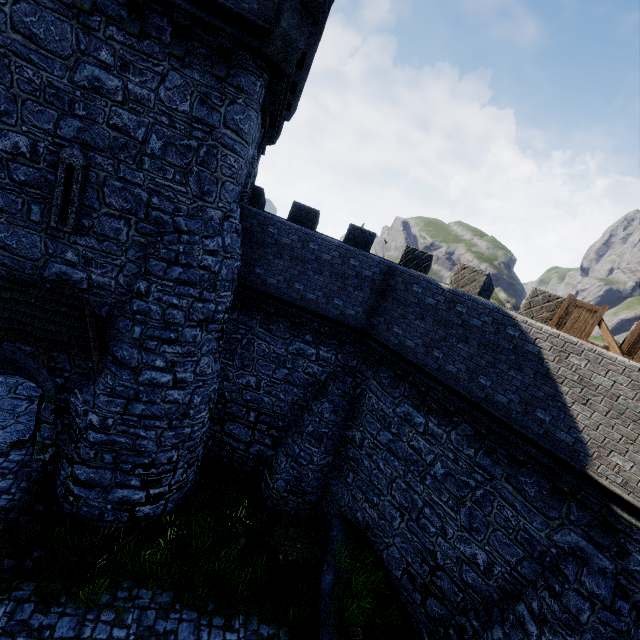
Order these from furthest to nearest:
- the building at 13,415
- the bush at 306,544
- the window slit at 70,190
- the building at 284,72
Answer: the building at 13,415
the bush at 306,544
the window slit at 70,190
the building at 284,72

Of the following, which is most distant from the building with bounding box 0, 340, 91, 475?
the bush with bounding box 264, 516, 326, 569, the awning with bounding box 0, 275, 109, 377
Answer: the bush with bounding box 264, 516, 326, 569

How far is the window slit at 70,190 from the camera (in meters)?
7.95

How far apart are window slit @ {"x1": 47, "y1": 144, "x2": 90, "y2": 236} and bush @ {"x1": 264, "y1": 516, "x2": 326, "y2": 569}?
11.1m

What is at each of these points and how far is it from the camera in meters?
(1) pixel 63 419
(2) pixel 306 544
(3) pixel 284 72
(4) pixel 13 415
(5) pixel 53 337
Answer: (1) building, 10.2
(2) bush, 11.2
(3) building, 8.2
(4) building, 12.3
(5) awning, 8.6

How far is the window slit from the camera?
7.95m

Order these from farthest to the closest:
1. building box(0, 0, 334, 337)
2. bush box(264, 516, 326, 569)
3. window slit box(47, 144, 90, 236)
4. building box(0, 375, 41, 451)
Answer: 1. building box(0, 375, 41, 451)
2. bush box(264, 516, 326, 569)
3. window slit box(47, 144, 90, 236)
4. building box(0, 0, 334, 337)
